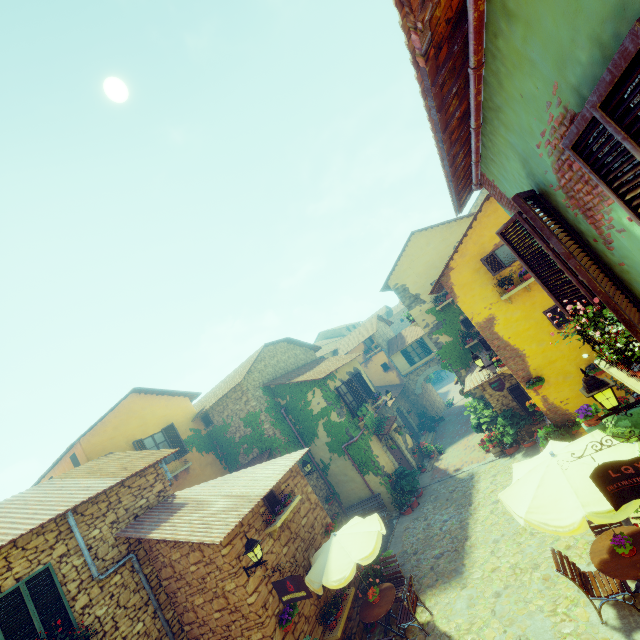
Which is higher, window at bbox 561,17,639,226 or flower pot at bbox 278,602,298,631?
window at bbox 561,17,639,226

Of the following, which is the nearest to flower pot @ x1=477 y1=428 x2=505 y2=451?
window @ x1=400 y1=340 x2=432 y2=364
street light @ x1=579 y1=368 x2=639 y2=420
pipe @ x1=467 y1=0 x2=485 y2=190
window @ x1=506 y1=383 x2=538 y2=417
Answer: window @ x1=506 y1=383 x2=538 y2=417

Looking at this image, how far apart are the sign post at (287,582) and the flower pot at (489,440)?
10.8 meters

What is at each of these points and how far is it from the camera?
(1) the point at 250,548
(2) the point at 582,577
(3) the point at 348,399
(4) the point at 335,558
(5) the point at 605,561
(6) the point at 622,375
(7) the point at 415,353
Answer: (1) street light, 7.7 meters
(2) chair, 6.3 meters
(3) window, 16.9 meters
(4) table, 8.5 meters
(5) table, 5.9 meters
(6) window sill, 3.5 meters
(7) window, 26.3 meters

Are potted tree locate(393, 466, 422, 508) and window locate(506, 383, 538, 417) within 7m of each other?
yes

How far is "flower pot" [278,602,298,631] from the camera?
7.7 meters

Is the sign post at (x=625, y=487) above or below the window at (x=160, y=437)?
below

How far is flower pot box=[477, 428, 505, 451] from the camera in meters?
14.2
